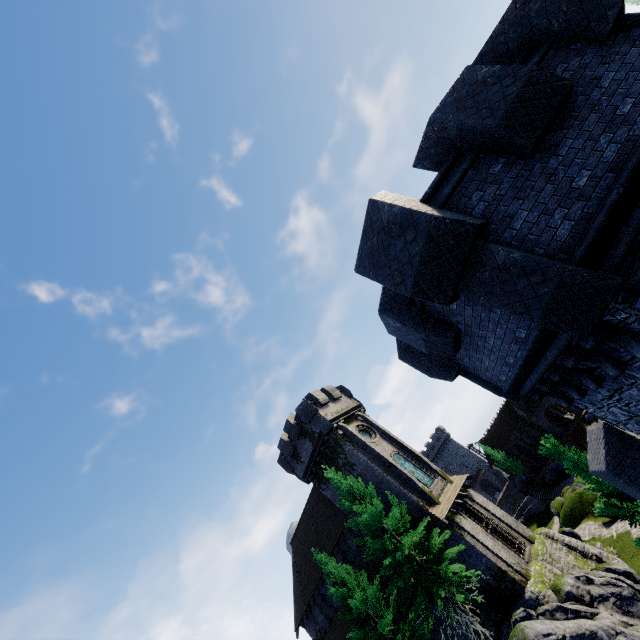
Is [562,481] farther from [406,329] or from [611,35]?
[611,35]

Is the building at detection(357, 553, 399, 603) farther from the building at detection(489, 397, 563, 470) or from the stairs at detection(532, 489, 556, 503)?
the building at detection(489, 397, 563, 470)

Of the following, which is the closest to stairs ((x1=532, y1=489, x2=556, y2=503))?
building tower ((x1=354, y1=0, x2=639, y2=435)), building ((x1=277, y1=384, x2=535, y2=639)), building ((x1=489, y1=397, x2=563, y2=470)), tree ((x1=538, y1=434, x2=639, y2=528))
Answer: building ((x1=489, y1=397, x2=563, y2=470))

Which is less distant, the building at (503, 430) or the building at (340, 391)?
the building at (340, 391)

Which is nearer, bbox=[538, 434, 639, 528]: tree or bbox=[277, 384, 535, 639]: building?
bbox=[538, 434, 639, 528]: tree

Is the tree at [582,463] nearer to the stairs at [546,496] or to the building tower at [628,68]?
the building tower at [628,68]

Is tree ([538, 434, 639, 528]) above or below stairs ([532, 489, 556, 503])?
above

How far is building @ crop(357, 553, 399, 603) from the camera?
22.4 meters
